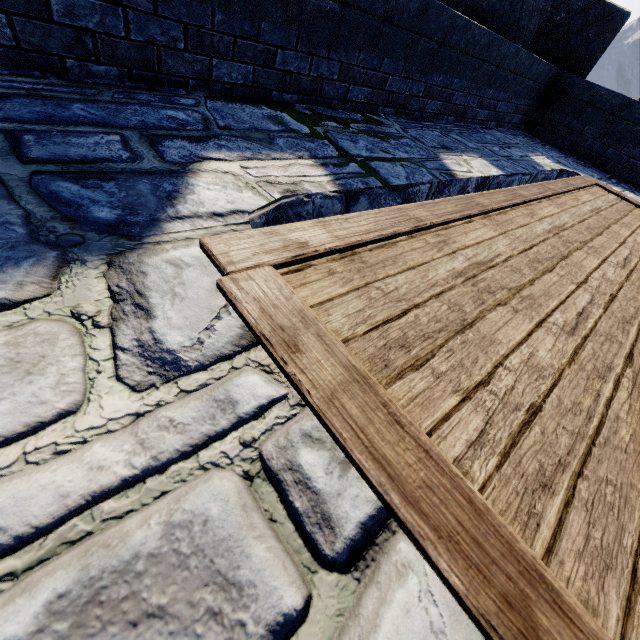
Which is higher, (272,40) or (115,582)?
(272,40)
